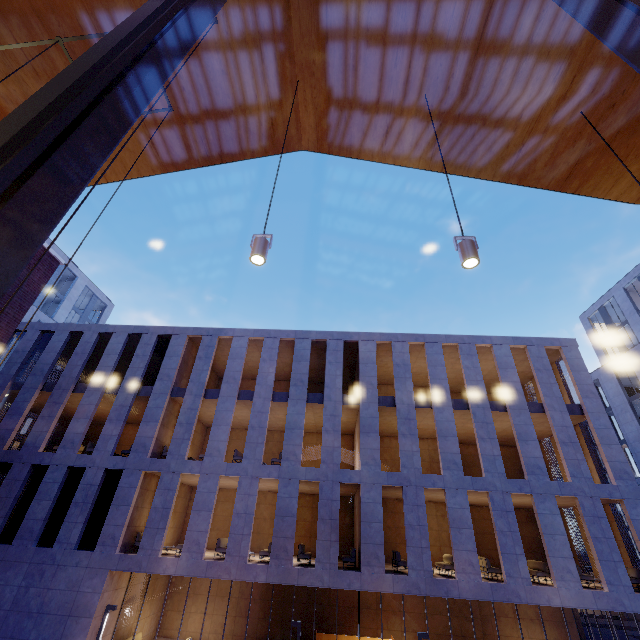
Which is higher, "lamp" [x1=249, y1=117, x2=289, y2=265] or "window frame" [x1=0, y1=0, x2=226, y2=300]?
"lamp" [x1=249, y1=117, x2=289, y2=265]

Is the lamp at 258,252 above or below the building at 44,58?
below

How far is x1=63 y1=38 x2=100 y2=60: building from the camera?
4.3m

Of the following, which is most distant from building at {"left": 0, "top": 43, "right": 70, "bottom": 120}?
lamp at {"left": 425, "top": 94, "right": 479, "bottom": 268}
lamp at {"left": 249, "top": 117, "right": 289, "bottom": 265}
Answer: lamp at {"left": 249, "top": 117, "right": 289, "bottom": 265}

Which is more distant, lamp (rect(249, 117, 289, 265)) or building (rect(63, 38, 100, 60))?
Result: building (rect(63, 38, 100, 60))

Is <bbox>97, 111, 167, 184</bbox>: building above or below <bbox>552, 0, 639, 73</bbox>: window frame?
above

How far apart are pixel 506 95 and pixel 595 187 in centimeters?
207cm

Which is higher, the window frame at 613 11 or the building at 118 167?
the building at 118 167
